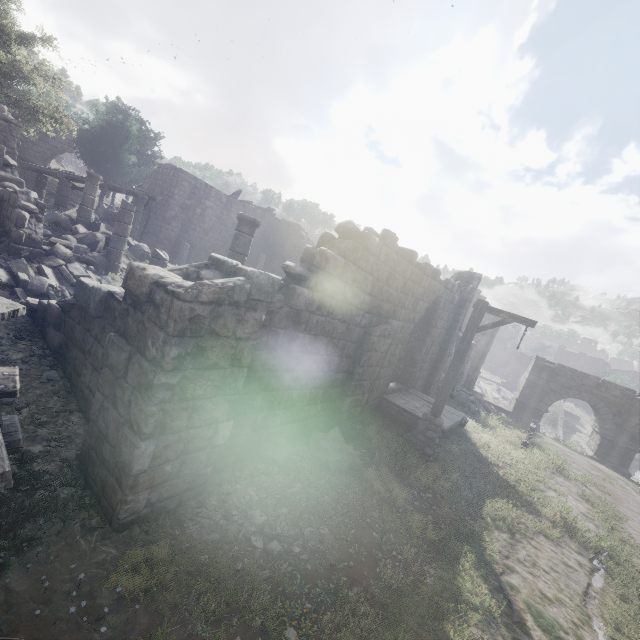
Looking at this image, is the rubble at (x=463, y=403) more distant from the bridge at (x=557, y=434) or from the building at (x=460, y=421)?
the bridge at (x=557, y=434)

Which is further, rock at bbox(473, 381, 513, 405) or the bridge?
rock at bbox(473, 381, 513, 405)

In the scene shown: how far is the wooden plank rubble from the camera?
14.69m

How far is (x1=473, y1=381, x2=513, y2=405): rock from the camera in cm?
4597

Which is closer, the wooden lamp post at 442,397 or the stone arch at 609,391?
the wooden lamp post at 442,397

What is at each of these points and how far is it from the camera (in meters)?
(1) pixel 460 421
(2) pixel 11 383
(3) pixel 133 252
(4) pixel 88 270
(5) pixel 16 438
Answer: (1) building, 12.67
(2) building, 3.32
(3) rubble, 14.91
(4) rubble, 10.58
(5) building, 2.63

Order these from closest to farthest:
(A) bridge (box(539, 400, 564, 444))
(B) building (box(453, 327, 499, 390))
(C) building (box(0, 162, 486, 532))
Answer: (C) building (box(0, 162, 486, 532)), (B) building (box(453, 327, 499, 390)), (A) bridge (box(539, 400, 564, 444))

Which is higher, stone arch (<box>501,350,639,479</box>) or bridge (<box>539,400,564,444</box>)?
stone arch (<box>501,350,639,479</box>)
